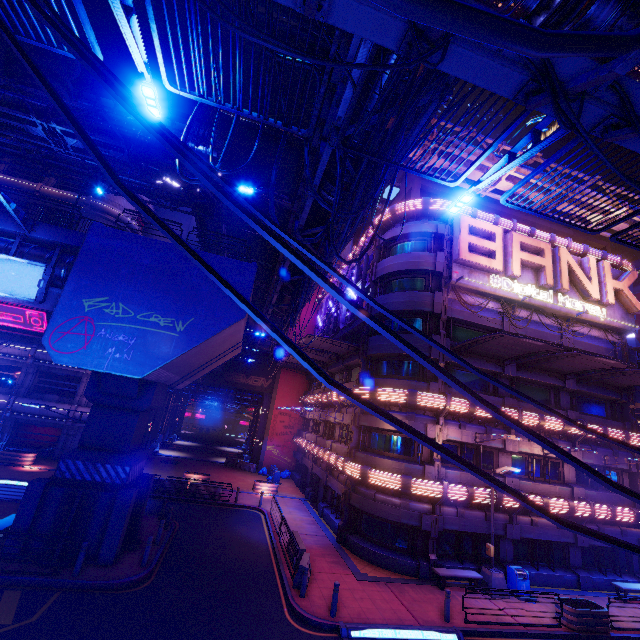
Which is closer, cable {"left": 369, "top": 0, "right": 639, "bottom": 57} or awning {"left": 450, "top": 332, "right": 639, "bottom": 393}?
cable {"left": 369, "top": 0, "right": 639, "bottom": 57}

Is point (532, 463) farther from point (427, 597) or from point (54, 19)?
point (54, 19)

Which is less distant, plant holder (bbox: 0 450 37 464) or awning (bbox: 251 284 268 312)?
plant holder (bbox: 0 450 37 464)

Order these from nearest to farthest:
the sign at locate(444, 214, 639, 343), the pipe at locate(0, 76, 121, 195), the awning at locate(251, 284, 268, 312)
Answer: the pipe at locate(0, 76, 121, 195) → the sign at locate(444, 214, 639, 343) → the awning at locate(251, 284, 268, 312)

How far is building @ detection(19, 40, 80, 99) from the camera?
36.7m

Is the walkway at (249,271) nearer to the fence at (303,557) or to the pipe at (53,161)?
the pipe at (53,161)

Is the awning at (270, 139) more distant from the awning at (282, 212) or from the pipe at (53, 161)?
the pipe at (53, 161)

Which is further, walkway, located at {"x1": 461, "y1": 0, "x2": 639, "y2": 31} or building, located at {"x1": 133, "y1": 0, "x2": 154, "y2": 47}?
building, located at {"x1": 133, "y1": 0, "x2": 154, "y2": 47}
